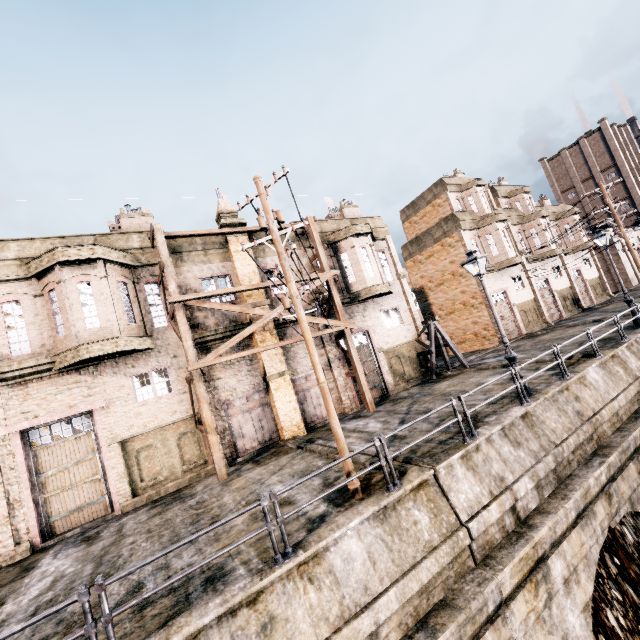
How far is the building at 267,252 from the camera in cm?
1897

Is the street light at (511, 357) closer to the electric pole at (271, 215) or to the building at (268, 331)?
the electric pole at (271, 215)

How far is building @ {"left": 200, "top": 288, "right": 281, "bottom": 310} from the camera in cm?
1756

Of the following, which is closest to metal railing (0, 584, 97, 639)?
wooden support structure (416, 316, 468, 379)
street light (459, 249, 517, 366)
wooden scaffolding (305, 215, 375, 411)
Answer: street light (459, 249, 517, 366)

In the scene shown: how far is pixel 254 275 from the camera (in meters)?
18.16

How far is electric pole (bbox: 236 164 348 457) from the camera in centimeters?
838cm

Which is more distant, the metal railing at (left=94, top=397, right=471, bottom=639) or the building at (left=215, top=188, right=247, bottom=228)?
the building at (left=215, top=188, right=247, bottom=228)
